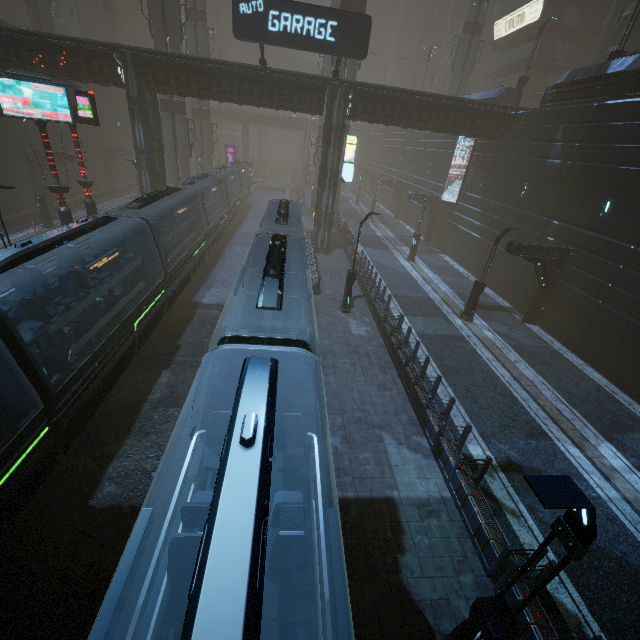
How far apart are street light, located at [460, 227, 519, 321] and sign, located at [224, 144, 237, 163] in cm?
5196

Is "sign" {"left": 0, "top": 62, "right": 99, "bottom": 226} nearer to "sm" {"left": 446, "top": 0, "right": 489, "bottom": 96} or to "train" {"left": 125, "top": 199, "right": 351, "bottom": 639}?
"train" {"left": 125, "top": 199, "right": 351, "bottom": 639}

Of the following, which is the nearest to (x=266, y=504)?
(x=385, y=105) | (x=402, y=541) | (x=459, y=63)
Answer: (x=402, y=541)

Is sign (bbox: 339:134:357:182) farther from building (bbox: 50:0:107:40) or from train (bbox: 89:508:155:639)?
train (bbox: 89:508:155:639)

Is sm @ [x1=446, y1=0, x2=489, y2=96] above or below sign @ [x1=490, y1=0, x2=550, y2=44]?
below

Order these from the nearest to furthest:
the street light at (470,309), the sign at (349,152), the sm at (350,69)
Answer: the street light at (470,309) → the sign at (349,152) → the sm at (350,69)

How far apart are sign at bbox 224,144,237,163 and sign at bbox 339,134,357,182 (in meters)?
39.73

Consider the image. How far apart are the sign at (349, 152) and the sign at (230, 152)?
39.7 meters
